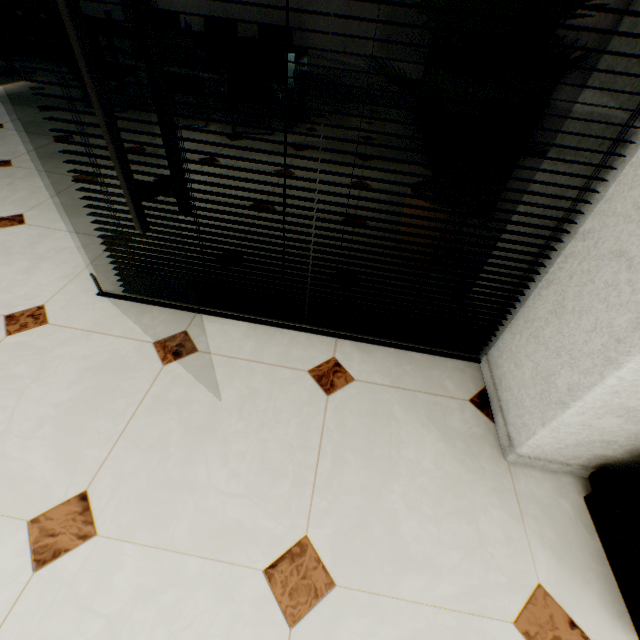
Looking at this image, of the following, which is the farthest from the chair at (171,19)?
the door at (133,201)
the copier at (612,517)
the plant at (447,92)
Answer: the copier at (612,517)

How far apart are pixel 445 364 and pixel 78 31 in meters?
1.6

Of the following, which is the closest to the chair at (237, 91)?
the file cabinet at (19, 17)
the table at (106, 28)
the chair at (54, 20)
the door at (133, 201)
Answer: the table at (106, 28)

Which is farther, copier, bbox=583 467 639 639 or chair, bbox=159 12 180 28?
chair, bbox=159 12 180 28

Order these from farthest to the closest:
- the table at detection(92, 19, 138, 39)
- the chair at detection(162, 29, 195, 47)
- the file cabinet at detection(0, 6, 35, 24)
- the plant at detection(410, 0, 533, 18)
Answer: the file cabinet at detection(0, 6, 35, 24)
the table at detection(92, 19, 138, 39)
the chair at detection(162, 29, 195, 47)
the plant at detection(410, 0, 533, 18)

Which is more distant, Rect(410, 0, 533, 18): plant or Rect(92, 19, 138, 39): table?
Rect(92, 19, 138, 39): table

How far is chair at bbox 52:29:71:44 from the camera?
3.4m

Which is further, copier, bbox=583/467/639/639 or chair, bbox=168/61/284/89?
chair, bbox=168/61/284/89
